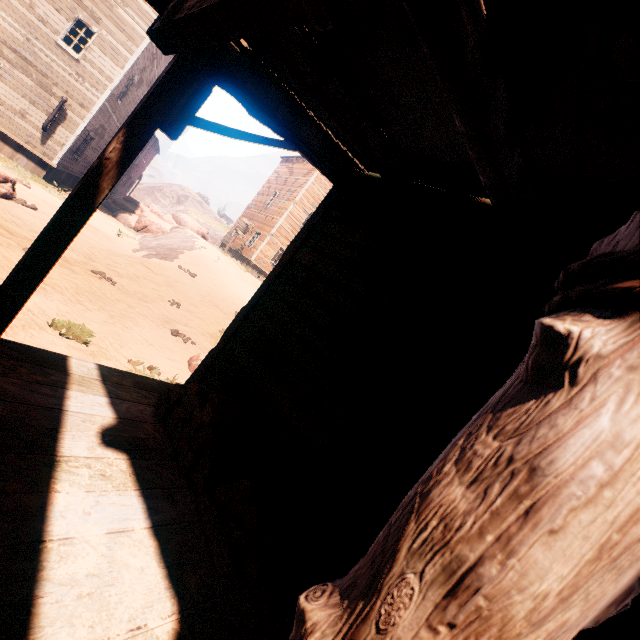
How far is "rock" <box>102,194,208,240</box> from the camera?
20.9 meters

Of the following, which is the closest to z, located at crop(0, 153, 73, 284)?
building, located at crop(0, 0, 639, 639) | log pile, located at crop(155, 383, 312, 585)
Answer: building, located at crop(0, 0, 639, 639)

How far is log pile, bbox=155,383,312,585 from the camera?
2.0 meters

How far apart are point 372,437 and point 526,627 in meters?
2.1

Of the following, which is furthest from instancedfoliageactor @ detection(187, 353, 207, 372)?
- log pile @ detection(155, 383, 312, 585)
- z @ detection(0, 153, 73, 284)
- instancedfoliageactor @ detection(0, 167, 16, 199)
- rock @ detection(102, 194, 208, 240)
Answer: instancedfoliageactor @ detection(0, 167, 16, 199)

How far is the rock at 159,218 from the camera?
20.9m

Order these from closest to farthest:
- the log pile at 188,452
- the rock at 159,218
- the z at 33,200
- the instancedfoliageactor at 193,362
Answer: the log pile at 188,452 < the z at 33,200 < the instancedfoliageactor at 193,362 < the rock at 159,218
